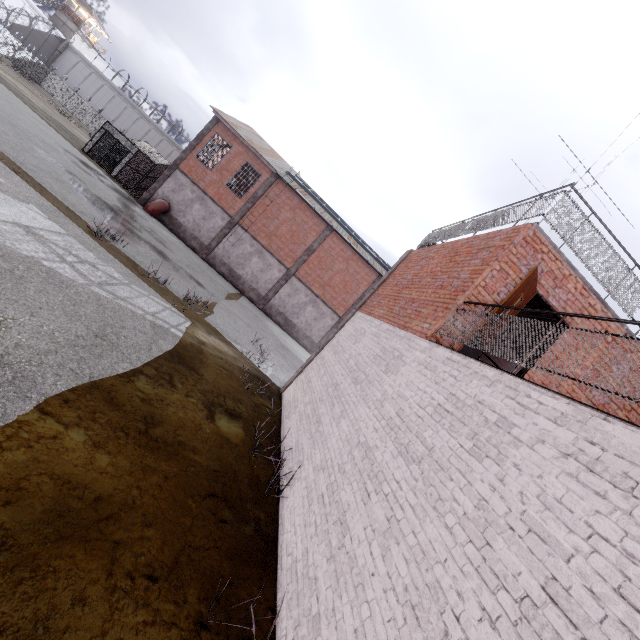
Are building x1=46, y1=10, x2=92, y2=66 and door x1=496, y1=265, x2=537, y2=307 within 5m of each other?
no

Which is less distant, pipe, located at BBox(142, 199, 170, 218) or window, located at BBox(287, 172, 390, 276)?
pipe, located at BBox(142, 199, 170, 218)

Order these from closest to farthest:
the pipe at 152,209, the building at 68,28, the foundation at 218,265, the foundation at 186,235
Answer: the pipe at 152,209 < the foundation at 186,235 < the foundation at 218,265 < the building at 68,28

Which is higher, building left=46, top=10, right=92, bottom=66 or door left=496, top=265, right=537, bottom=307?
building left=46, top=10, right=92, bottom=66

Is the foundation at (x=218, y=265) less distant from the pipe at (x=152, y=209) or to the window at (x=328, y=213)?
Result: the pipe at (x=152, y=209)

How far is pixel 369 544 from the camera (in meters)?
3.63

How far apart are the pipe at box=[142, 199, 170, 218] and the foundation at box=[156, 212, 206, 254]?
0.05m

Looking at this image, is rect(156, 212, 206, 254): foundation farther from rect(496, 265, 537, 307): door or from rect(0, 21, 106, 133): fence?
rect(0, 21, 106, 133): fence
